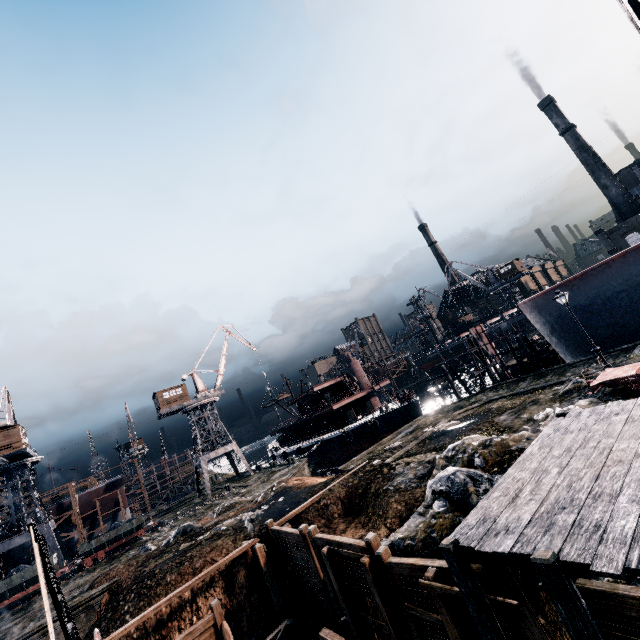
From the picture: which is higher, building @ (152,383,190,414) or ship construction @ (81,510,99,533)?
building @ (152,383,190,414)

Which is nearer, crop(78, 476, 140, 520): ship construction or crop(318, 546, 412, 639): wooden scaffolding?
crop(318, 546, 412, 639): wooden scaffolding

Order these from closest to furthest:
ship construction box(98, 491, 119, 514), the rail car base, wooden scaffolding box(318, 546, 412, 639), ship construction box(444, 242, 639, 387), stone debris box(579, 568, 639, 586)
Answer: stone debris box(579, 568, 639, 586)
wooden scaffolding box(318, 546, 412, 639)
the rail car base
ship construction box(444, 242, 639, 387)
ship construction box(98, 491, 119, 514)

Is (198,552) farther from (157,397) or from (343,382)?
(343,382)

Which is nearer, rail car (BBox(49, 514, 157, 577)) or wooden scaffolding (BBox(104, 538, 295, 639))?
wooden scaffolding (BBox(104, 538, 295, 639))

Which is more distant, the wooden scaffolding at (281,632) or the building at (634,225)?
the building at (634,225)

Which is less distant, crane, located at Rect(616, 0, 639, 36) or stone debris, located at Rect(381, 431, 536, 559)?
crane, located at Rect(616, 0, 639, 36)

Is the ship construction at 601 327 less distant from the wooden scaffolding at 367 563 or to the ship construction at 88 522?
the wooden scaffolding at 367 563
